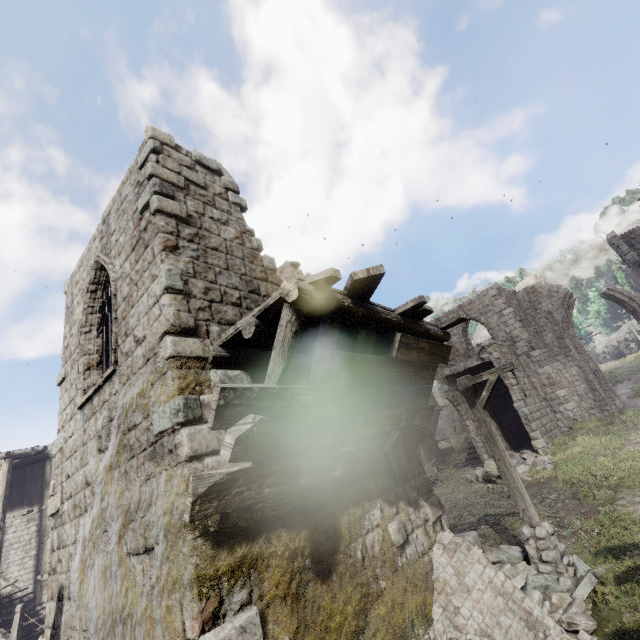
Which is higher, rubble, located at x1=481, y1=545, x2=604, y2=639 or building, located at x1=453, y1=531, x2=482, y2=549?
building, located at x1=453, y1=531, x2=482, y2=549

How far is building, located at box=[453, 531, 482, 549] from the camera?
8.50m

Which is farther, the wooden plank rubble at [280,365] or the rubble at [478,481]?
the rubble at [478,481]

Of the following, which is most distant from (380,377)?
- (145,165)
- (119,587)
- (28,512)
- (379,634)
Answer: (28,512)

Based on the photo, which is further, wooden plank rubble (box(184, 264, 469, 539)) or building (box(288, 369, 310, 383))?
building (box(288, 369, 310, 383))

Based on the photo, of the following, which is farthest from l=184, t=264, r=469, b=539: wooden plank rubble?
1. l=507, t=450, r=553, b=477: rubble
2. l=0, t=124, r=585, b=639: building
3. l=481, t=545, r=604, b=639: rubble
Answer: l=507, t=450, r=553, b=477: rubble

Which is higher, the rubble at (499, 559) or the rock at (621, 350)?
the rock at (621, 350)

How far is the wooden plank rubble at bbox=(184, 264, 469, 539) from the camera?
3.60m
